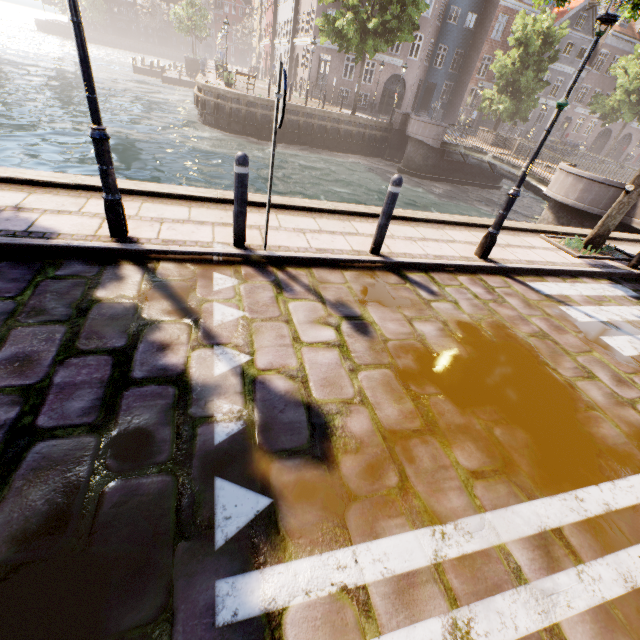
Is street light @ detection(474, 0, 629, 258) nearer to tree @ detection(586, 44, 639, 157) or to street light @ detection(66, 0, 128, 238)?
tree @ detection(586, 44, 639, 157)

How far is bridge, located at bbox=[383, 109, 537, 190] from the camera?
16.8m

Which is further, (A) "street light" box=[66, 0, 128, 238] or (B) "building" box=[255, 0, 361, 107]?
(B) "building" box=[255, 0, 361, 107]

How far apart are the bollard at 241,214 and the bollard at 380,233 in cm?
186

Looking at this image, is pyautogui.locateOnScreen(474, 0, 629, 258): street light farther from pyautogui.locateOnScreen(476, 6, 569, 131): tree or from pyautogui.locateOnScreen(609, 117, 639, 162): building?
pyautogui.locateOnScreen(609, 117, 639, 162): building

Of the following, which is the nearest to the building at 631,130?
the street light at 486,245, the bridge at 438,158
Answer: the street light at 486,245

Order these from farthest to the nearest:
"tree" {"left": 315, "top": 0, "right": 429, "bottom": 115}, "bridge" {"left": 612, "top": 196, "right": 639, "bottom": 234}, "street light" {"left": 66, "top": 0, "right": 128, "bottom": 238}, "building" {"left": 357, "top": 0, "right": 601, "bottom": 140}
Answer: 1. "building" {"left": 357, "top": 0, "right": 601, "bottom": 140}
2. "tree" {"left": 315, "top": 0, "right": 429, "bottom": 115}
3. "bridge" {"left": 612, "top": 196, "right": 639, "bottom": 234}
4. "street light" {"left": 66, "top": 0, "right": 128, "bottom": 238}

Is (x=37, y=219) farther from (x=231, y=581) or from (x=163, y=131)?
(x=163, y=131)
